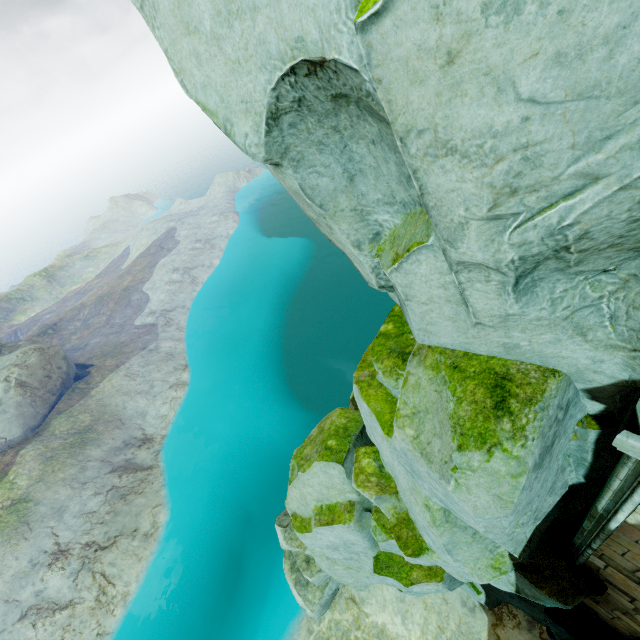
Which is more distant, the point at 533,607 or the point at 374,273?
the point at 533,607

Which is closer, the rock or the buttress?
the rock

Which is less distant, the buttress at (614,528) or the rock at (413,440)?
the rock at (413,440)
